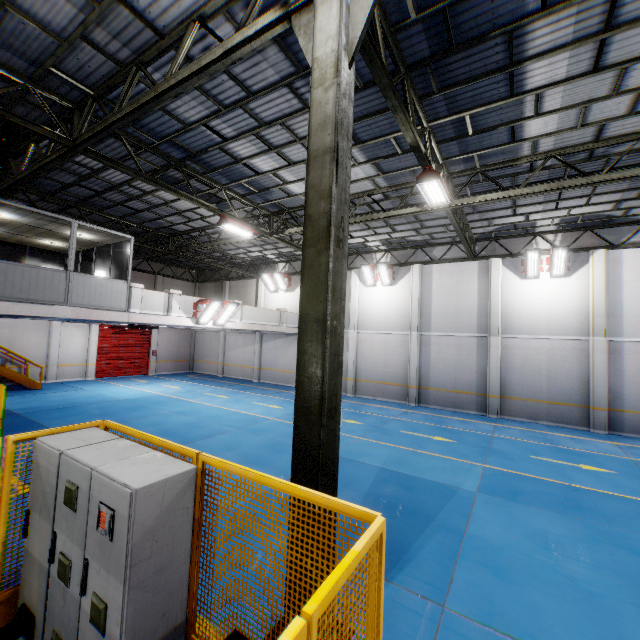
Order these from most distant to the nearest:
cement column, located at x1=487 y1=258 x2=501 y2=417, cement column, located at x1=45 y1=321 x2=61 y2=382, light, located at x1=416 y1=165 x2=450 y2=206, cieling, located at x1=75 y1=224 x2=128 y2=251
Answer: cement column, located at x1=45 y1=321 x2=61 y2=382 < cement column, located at x1=487 y1=258 x2=501 y2=417 < cieling, located at x1=75 y1=224 x2=128 y2=251 < light, located at x1=416 y1=165 x2=450 y2=206

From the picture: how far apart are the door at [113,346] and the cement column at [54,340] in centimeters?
196cm

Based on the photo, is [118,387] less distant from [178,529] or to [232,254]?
[232,254]

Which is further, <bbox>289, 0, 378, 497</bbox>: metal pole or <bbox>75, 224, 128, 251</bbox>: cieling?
<bbox>75, 224, 128, 251</bbox>: cieling

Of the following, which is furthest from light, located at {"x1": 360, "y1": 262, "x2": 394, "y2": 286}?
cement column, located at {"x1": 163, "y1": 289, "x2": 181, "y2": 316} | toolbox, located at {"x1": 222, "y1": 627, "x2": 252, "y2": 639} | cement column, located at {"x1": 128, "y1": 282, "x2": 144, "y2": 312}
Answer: toolbox, located at {"x1": 222, "y1": 627, "x2": 252, "y2": 639}

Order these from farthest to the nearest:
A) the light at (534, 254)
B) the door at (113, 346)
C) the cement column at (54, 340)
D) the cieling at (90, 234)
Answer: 1. the door at (113, 346)
2. the cement column at (54, 340)
3. the light at (534, 254)
4. the cieling at (90, 234)

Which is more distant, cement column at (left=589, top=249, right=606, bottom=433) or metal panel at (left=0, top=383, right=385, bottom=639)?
cement column at (left=589, top=249, right=606, bottom=433)

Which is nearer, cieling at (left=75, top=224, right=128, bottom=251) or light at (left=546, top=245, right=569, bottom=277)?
cieling at (left=75, top=224, right=128, bottom=251)
